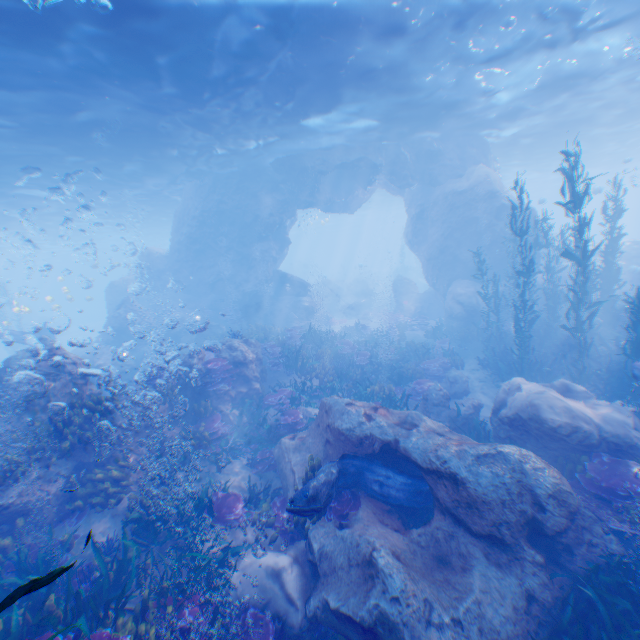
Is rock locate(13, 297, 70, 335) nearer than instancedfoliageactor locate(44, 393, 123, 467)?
No

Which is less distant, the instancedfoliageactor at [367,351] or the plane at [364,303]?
the instancedfoliageactor at [367,351]

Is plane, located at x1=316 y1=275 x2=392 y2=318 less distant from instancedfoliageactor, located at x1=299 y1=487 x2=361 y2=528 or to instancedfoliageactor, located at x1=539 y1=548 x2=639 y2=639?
instancedfoliageactor, located at x1=299 y1=487 x2=361 y2=528

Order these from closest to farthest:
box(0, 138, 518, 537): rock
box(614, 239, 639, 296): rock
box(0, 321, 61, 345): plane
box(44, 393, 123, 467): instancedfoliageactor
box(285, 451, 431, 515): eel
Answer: box(285, 451, 431, 515): eel
box(44, 393, 123, 467): instancedfoliageactor
box(0, 138, 518, 537): rock
box(0, 321, 61, 345): plane
box(614, 239, 639, 296): rock

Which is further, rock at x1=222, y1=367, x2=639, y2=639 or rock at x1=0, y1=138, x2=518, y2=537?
rock at x1=0, y1=138, x2=518, y2=537

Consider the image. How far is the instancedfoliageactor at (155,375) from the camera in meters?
10.1 m

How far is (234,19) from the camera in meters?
8.8

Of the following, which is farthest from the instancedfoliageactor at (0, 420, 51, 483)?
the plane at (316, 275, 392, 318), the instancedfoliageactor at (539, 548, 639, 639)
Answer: the plane at (316, 275, 392, 318)
